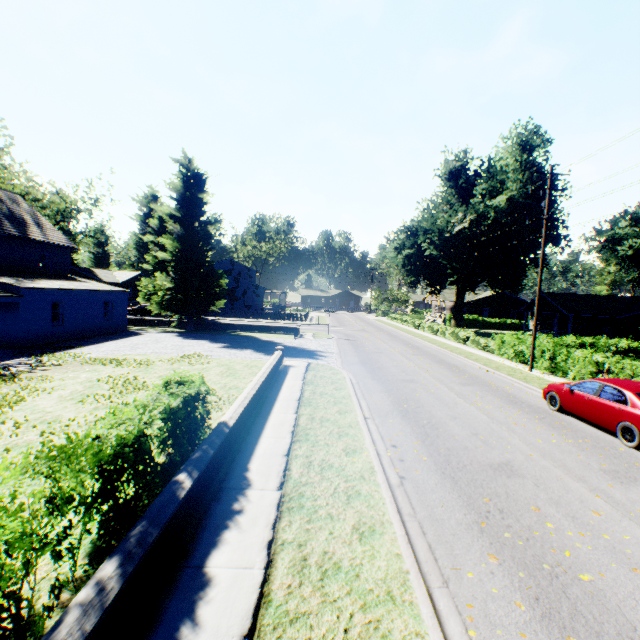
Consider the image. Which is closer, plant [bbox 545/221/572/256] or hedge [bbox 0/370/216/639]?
hedge [bbox 0/370/216/639]

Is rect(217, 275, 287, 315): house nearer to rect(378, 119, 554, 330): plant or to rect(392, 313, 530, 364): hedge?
rect(378, 119, 554, 330): plant

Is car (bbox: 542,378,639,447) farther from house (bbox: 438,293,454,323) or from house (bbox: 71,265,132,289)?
house (bbox: 438,293,454,323)

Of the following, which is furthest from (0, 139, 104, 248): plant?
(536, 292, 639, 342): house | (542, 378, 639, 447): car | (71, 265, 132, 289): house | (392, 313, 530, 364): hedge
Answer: (542, 378, 639, 447): car

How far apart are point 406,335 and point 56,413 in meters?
32.9

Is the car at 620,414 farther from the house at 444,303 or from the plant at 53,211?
the house at 444,303

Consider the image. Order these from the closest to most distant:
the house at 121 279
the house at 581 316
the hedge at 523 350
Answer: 1. the hedge at 523 350
2. the house at 581 316
3. the house at 121 279

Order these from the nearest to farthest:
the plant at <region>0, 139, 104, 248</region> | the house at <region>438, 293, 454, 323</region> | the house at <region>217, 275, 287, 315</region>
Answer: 1. the plant at <region>0, 139, 104, 248</region>
2. the house at <region>217, 275, 287, 315</region>
3. the house at <region>438, 293, 454, 323</region>
